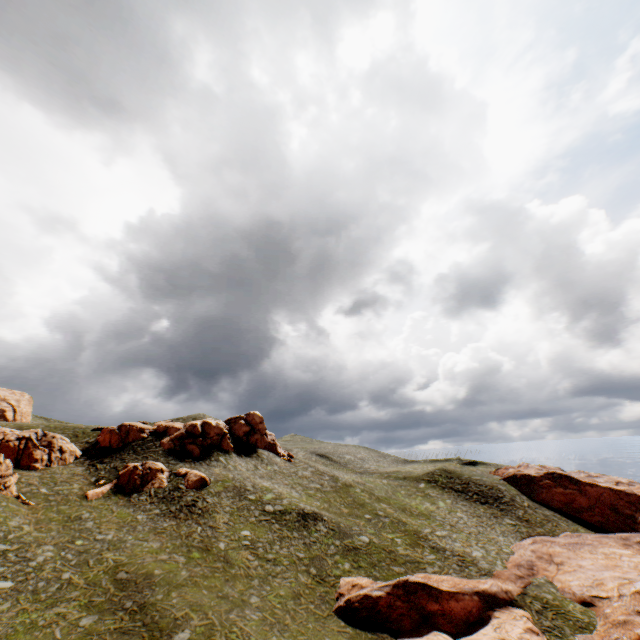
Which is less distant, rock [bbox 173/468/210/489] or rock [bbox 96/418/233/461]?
rock [bbox 173/468/210/489]

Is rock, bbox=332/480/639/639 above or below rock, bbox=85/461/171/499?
below

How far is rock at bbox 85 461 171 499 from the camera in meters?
41.5 m

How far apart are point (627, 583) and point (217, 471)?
50.3m

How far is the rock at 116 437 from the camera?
51.6 meters

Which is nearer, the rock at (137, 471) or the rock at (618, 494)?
the rock at (618, 494)
